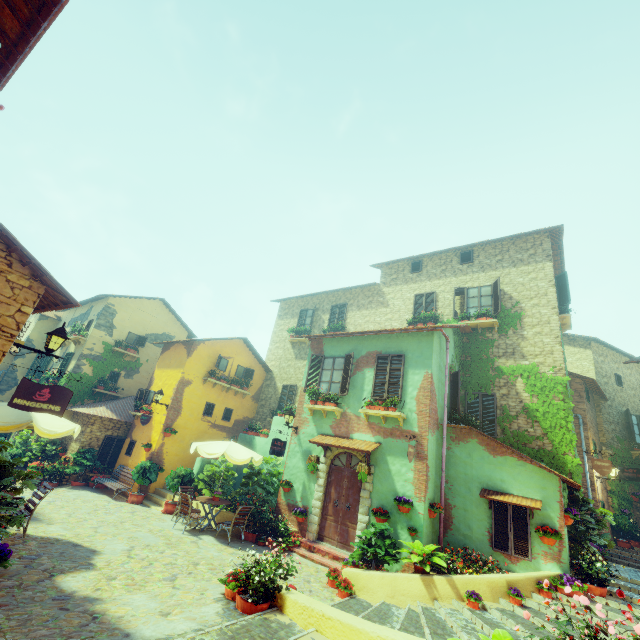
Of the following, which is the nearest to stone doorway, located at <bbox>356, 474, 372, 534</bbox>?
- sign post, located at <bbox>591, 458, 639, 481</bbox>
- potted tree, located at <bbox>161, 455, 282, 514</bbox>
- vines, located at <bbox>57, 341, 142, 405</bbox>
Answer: potted tree, located at <bbox>161, 455, 282, 514</bbox>

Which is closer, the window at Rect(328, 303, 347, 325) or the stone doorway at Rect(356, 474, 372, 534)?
the stone doorway at Rect(356, 474, 372, 534)

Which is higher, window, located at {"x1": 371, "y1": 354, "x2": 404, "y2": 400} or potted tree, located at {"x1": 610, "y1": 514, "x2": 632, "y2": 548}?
window, located at {"x1": 371, "y1": 354, "x2": 404, "y2": 400}

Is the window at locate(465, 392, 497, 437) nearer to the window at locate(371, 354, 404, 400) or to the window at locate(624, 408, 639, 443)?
the window at locate(371, 354, 404, 400)

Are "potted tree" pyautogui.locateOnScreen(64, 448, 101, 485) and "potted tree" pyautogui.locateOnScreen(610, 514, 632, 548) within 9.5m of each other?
no

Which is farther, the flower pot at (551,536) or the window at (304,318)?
the window at (304,318)

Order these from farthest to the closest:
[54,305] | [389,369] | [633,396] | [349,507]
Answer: [633,396]
[389,369]
[349,507]
[54,305]

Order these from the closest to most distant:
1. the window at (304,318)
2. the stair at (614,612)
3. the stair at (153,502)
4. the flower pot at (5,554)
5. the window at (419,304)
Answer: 1. the flower pot at (5,554)
2. the stair at (614,612)
3. the stair at (153,502)
4. the window at (419,304)
5. the window at (304,318)
